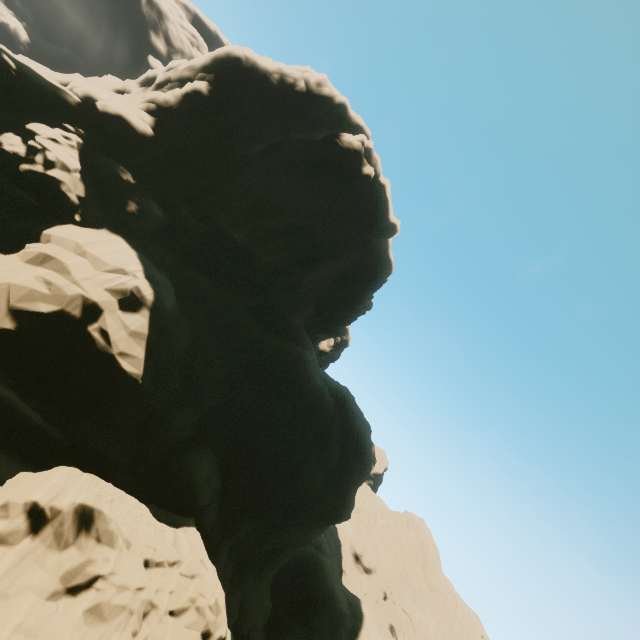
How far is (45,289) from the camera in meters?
16.4
